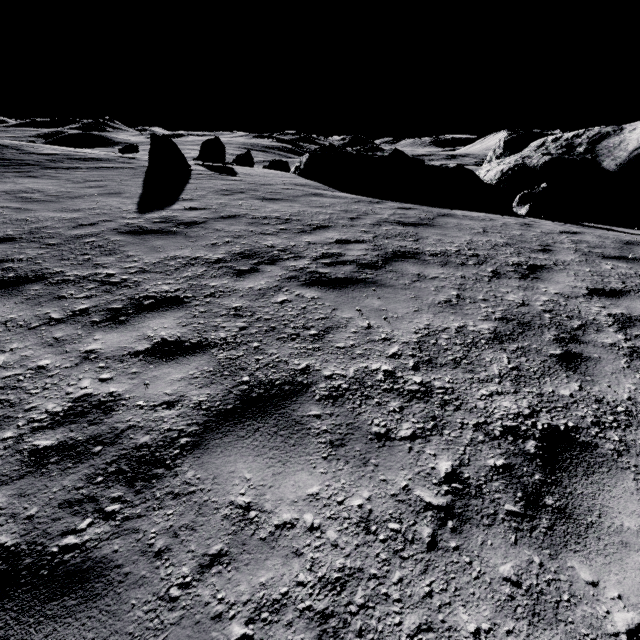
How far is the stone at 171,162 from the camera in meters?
12.2 m

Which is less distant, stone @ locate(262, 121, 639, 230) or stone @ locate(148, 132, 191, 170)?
stone @ locate(148, 132, 191, 170)

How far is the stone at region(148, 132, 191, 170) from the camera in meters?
12.2 m

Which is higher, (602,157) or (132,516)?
(602,157)

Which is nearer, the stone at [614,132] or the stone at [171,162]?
the stone at [171,162]
